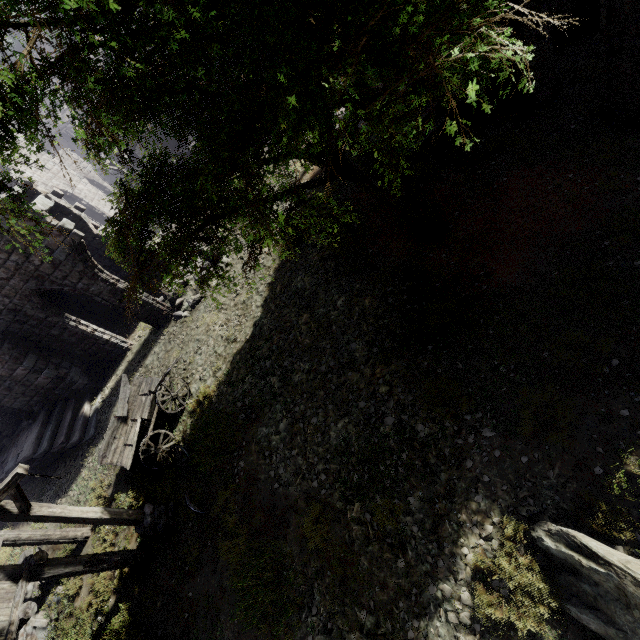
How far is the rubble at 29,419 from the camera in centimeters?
1459cm

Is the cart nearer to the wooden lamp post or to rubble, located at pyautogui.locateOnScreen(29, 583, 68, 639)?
the wooden lamp post

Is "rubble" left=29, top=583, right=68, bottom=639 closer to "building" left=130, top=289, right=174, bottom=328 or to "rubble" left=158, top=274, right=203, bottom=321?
"building" left=130, top=289, right=174, bottom=328

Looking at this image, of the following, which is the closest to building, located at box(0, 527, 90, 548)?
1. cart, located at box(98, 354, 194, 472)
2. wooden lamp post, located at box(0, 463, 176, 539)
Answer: Answer: wooden lamp post, located at box(0, 463, 176, 539)

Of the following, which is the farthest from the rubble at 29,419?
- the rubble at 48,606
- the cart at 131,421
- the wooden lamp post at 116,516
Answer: the wooden lamp post at 116,516

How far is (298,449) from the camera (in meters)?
8.19

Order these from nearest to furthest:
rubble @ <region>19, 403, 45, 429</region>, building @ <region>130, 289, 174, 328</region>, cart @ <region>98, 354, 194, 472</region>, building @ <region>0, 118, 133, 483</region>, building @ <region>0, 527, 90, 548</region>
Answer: building @ <region>0, 527, 90, 548</region>, cart @ <region>98, 354, 194, 472</region>, building @ <region>0, 118, 133, 483</region>, building @ <region>130, 289, 174, 328</region>, rubble @ <region>19, 403, 45, 429</region>

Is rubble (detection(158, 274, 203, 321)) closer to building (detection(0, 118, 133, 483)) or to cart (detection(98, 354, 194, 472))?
building (detection(0, 118, 133, 483))
